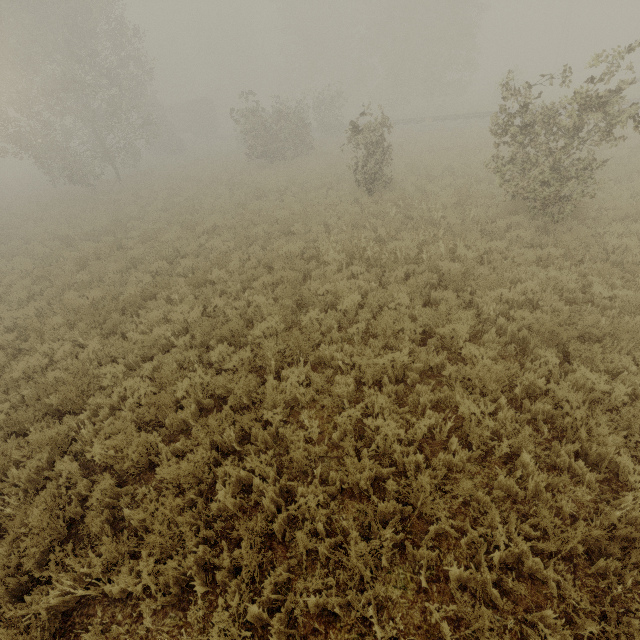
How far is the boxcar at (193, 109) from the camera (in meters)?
45.00

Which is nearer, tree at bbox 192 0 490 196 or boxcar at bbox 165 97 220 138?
tree at bbox 192 0 490 196

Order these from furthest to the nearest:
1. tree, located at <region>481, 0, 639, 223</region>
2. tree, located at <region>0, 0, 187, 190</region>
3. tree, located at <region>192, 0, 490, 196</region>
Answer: tree, located at <region>192, 0, 490, 196</region>
tree, located at <region>0, 0, 187, 190</region>
tree, located at <region>481, 0, 639, 223</region>

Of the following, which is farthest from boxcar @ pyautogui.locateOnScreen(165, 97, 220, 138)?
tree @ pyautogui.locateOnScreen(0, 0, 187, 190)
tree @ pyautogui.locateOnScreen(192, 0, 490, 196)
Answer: tree @ pyautogui.locateOnScreen(0, 0, 187, 190)

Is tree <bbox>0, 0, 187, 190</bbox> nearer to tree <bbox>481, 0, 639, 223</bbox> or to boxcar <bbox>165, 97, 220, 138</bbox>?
tree <bbox>481, 0, 639, 223</bbox>

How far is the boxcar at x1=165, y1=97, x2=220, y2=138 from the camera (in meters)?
45.00

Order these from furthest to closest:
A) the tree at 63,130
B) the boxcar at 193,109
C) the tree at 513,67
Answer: the boxcar at 193,109 < the tree at 63,130 < the tree at 513,67

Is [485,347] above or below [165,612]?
above
